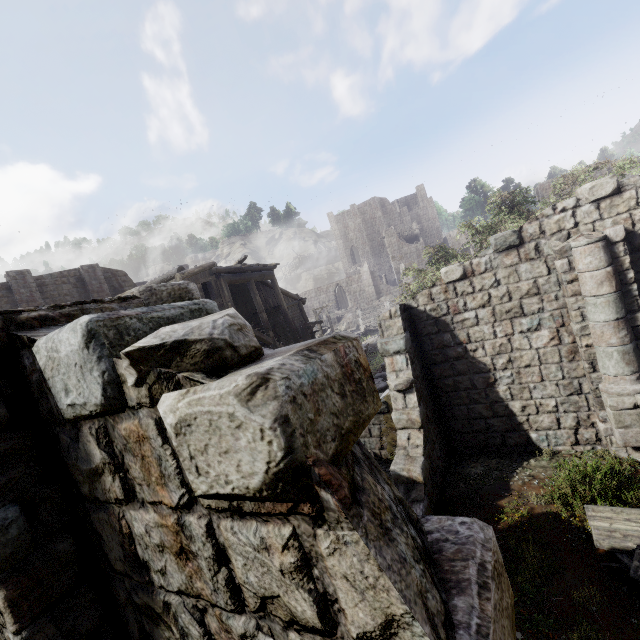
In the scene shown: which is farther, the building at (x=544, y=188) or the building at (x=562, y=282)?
the building at (x=544, y=188)

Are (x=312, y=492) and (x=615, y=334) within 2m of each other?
no

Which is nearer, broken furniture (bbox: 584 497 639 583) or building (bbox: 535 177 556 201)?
broken furniture (bbox: 584 497 639 583)

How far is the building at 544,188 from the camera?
38.9 meters

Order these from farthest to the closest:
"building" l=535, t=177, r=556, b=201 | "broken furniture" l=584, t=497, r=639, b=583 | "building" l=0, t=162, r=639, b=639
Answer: "building" l=535, t=177, r=556, b=201, "broken furniture" l=584, t=497, r=639, b=583, "building" l=0, t=162, r=639, b=639

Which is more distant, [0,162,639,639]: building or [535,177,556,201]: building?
[535,177,556,201]: building

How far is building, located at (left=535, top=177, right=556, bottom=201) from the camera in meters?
38.9 m
